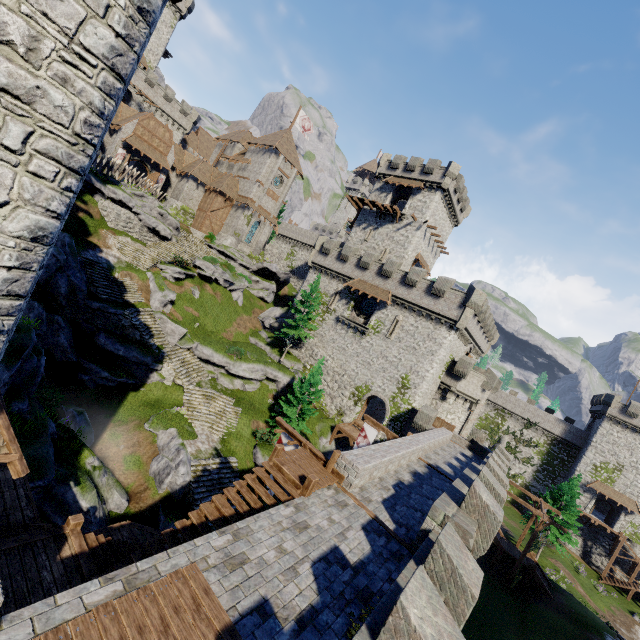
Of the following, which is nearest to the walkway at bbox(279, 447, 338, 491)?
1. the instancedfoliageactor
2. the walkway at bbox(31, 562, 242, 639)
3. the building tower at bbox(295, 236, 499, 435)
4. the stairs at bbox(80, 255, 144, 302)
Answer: the walkway at bbox(31, 562, 242, 639)

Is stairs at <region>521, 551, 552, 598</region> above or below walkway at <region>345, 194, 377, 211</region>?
below

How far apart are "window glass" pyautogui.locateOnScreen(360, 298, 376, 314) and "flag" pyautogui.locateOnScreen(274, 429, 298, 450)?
23.8 meters

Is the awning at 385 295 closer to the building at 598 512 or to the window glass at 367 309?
the window glass at 367 309

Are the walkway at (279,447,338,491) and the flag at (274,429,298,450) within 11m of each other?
yes

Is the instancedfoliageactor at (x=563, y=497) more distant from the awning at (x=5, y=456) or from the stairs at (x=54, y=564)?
the awning at (x=5, y=456)

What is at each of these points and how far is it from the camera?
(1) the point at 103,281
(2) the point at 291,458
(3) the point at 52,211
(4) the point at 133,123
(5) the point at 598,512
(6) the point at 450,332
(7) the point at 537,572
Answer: (1) stairs, 25.97m
(2) walkway, 12.06m
(3) building tower, 4.76m
(4) building, 37.59m
(5) building, 50.69m
(6) building tower, 30.84m
(7) stairs, 30.27m

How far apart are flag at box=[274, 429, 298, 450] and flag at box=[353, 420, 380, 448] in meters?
9.0 m
